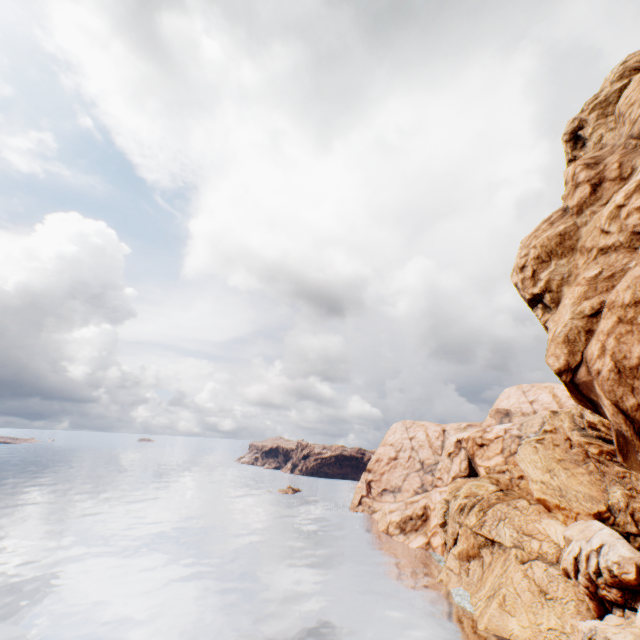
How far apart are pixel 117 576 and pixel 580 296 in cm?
6723
